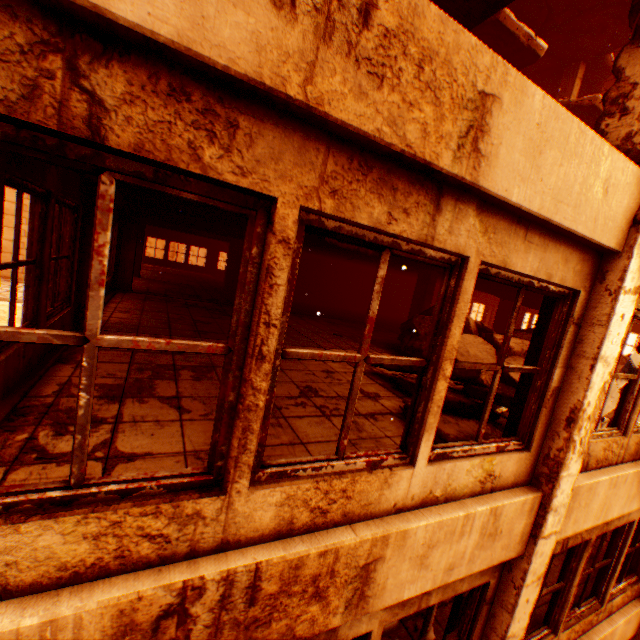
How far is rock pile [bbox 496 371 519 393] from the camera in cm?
648

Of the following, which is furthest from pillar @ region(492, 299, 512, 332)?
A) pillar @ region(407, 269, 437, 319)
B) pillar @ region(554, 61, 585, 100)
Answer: pillar @ region(407, 269, 437, 319)

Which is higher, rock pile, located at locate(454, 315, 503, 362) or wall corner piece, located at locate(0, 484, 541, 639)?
rock pile, located at locate(454, 315, 503, 362)

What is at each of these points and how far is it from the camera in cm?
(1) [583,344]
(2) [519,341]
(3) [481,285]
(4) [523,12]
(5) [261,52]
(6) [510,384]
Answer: (1) pillar, 294
(2) rock pile, 781
(3) floor rubble, 1138
(4) floor rubble, 1084
(5) wall corner piece, 126
(6) rock pile, 662

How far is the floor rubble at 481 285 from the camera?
10.5m

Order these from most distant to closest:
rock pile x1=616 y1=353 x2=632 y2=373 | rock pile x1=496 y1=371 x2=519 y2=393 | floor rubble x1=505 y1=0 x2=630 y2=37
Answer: rock pile x1=616 y1=353 x2=632 y2=373 → floor rubble x1=505 y1=0 x2=630 y2=37 → rock pile x1=496 y1=371 x2=519 y2=393

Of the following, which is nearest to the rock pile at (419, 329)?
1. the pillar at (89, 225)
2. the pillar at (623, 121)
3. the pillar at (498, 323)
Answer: the pillar at (498, 323)

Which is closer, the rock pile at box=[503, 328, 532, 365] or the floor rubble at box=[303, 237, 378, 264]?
the rock pile at box=[503, 328, 532, 365]
